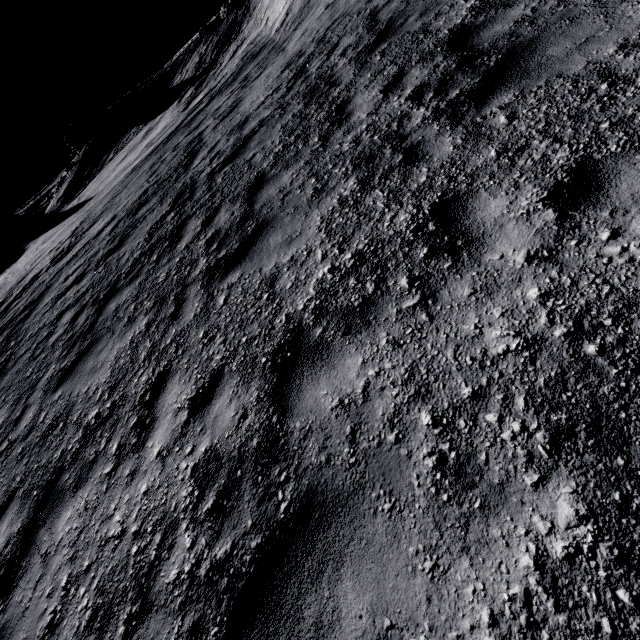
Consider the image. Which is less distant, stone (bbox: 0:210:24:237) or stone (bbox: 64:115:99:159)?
stone (bbox: 0:210:24:237)

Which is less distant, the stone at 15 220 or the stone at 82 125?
the stone at 15 220

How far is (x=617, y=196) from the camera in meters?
2.5 m

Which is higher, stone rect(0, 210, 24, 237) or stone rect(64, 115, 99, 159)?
stone rect(64, 115, 99, 159)

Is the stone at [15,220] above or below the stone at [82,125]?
below

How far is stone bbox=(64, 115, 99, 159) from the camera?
37.2 meters
